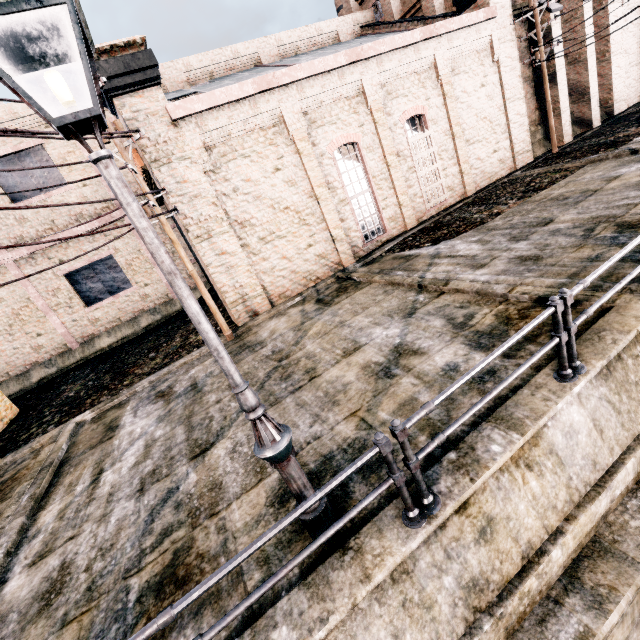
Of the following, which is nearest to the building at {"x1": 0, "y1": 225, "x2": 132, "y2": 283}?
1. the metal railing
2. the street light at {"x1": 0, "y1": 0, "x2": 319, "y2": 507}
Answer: the street light at {"x1": 0, "y1": 0, "x2": 319, "y2": 507}

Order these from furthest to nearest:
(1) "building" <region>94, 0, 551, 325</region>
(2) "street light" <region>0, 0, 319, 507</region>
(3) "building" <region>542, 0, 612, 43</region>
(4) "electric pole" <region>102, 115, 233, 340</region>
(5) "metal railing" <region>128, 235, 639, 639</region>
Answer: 1. (3) "building" <region>542, 0, 612, 43</region>
2. (1) "building" <region>94, 0, 551, 325</region>
3. (4) "electric pole" <region>102, 115, 233, 340</region>
4. (5) "metal railing" <region>128, 235, 639, 639</region>
5. (2) "street light" <region>0, 0, 319, 507</region>

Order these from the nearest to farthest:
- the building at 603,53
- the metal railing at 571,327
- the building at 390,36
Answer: the metal railing at 571,327 < the building at 390,36 < the building at 603,53

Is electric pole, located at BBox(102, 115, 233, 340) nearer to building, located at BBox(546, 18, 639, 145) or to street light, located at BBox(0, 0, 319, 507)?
building, located at BBox(546, 18, 639, 145)

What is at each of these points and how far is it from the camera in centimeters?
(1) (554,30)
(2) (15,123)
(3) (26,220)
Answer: (1) building, 1839cm
(2) building, 1686cm
(3) building, 1784cm

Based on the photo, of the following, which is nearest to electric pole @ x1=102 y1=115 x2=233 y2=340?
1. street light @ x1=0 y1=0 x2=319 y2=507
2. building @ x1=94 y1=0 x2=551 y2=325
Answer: building @ x1=94 y1=0 x2=551 y2=325

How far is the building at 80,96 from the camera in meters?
17.5 m
